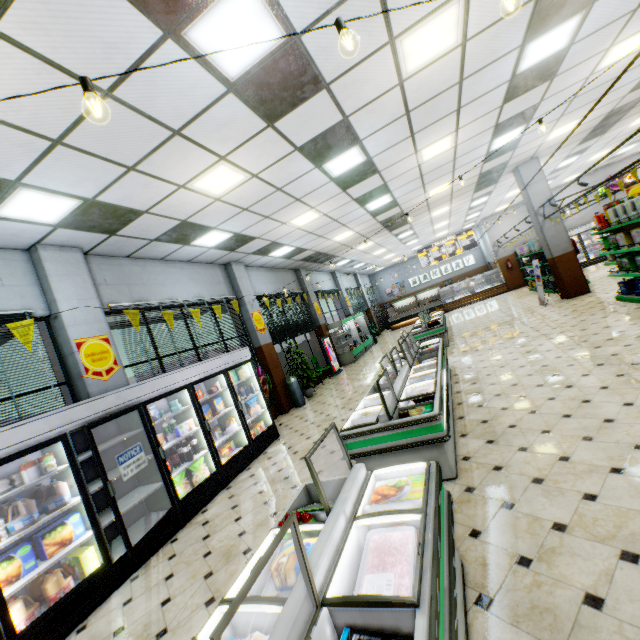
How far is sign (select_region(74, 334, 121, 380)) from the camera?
5.3 meters

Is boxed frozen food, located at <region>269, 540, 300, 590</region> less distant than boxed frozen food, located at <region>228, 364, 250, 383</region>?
Yes

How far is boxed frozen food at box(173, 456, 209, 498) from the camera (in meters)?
5.20

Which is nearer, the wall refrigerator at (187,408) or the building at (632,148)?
the wall refrigerator at (187,408)

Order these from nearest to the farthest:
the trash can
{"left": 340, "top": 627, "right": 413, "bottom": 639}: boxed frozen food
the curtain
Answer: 1. {"left": 340, "top": 627, "right": 413, "bottom": 639}: boxed frozen food
2. the trash can
3. the curtain

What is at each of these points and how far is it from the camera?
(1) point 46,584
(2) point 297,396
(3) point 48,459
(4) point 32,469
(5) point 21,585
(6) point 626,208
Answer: (1) juice jug, 3.5m
(2) trash can, 10.0m
(3) broth carton, 3.8m
(4) broth carton, 3.7m
(5) wall refrigerator, 3.2m
(6) liquid laundry detergent, 6.8m

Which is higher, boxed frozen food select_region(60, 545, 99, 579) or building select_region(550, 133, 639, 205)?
building select_region(550, 133, 639, 205)

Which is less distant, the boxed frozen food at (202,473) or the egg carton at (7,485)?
the egg carton at (7,485)
